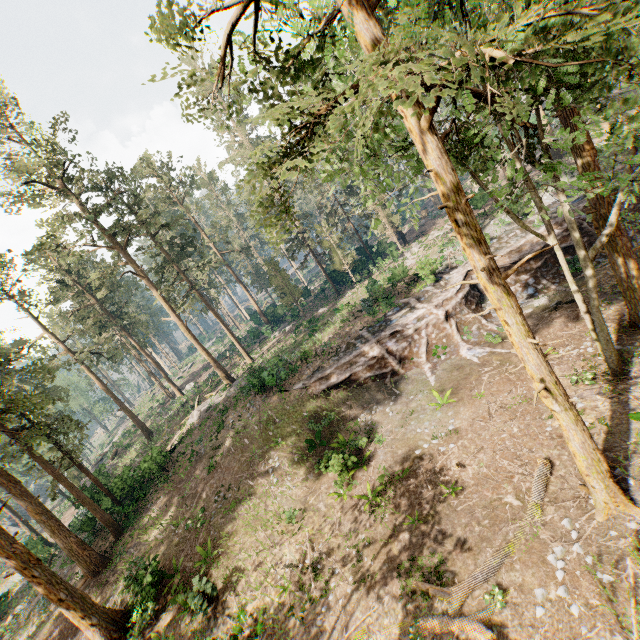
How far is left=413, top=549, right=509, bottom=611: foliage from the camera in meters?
10.0 m

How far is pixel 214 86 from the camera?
7.1m

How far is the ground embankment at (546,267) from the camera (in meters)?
22.38

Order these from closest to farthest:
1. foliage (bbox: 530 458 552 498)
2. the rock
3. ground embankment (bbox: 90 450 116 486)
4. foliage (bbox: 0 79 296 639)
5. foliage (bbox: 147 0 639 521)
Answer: foliage (bbox: 147 0 639 521) < foliage (bbox: 530 458 552 498) < foliage (bbox: 0 79 296 639) < ground embankment (bbox: 90 450 116 486) < the rock

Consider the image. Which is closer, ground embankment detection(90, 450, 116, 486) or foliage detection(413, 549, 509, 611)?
foliage detection(413, 549, 509, 611)

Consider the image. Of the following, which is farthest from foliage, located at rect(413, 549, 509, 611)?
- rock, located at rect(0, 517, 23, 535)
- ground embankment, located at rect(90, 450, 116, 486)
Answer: rock, located at rect(0, 517, 23, 535)
